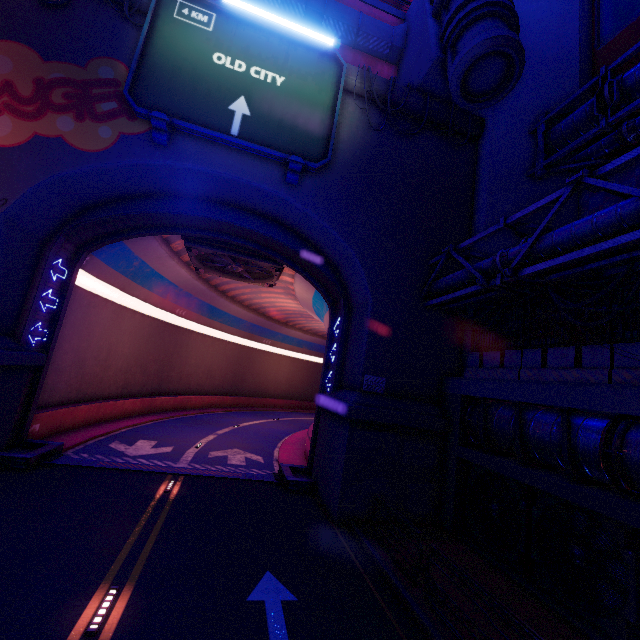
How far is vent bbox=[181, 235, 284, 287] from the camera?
17.58m

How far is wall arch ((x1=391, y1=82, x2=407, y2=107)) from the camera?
14.78m

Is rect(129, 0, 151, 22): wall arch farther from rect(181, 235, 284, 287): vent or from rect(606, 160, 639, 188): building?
rect(181, 235, 284, 287): vent

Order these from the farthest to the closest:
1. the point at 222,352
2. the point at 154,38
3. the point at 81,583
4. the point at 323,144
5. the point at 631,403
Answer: the point at 222,352, the point at 323,144, the point at 154,38, the point at 631,403, the point at 81,583

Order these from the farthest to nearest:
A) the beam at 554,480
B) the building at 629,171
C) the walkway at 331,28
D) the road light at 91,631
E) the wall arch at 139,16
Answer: the walkway at 331,28 < the wall arch at 139,16 < the building at 629,171 < the beam at 554,480 < the road light at 91,631

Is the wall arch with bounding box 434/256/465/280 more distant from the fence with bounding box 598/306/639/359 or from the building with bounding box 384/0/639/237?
the fence with bounding box 598/306/639/359

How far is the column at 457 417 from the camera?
11.8m

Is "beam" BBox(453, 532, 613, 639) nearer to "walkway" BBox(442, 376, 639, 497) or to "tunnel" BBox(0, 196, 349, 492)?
"walkway" BBox(442, 376, 639, 497)
